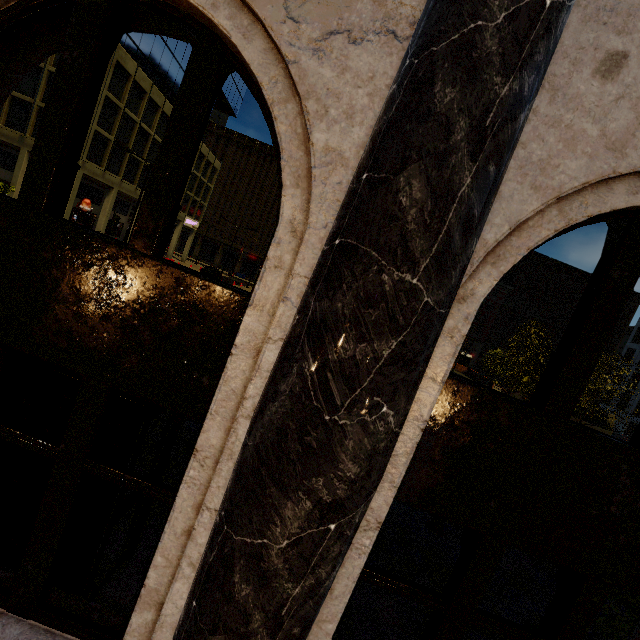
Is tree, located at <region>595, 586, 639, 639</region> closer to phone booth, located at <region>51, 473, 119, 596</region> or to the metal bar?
the metal bar

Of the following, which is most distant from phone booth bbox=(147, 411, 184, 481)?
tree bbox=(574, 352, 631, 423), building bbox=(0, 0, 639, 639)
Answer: tree bbox=(574, 352, 631, 423)

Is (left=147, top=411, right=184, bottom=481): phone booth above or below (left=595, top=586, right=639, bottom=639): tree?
above

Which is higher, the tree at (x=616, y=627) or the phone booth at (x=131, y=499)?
the phone booth at (x=131, y=499)

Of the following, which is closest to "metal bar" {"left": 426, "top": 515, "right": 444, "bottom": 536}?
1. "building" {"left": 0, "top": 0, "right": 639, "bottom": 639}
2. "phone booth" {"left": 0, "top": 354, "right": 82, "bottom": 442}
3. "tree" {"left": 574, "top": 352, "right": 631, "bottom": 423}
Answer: "tree" {"left": 574, "top": 352, "right": 631, "bottom": 423}

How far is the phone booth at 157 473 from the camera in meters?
3.9

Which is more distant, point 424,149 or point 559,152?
point 559,152

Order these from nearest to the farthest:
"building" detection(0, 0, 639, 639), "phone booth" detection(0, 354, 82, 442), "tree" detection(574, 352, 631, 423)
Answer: "building" detection(0, 0, 639, 639), "phone booth" detection(0, 354, 82, 442), "tree" detection(574, 352, 631, 423)
